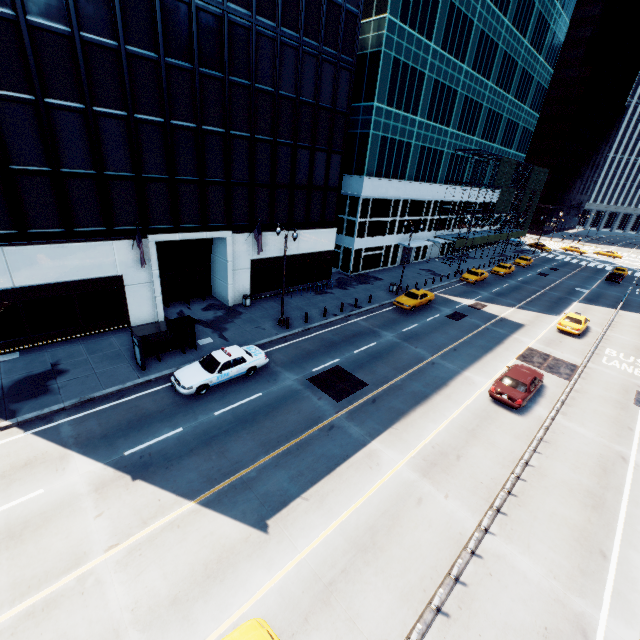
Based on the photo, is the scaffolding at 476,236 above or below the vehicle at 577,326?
above

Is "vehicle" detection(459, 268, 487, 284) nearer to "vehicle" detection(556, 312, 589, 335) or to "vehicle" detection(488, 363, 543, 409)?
"vehicle" detection(556, 312, 589, 335)

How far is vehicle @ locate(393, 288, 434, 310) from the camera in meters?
30.2

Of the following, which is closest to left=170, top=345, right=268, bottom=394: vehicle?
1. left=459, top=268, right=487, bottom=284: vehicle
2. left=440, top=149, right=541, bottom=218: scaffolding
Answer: left=459, top=268, right=487, bottom=284: vehicle

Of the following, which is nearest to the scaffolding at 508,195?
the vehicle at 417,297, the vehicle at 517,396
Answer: the vehicle at 417,297

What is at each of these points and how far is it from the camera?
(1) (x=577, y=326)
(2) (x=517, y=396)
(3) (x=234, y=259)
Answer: (1) vehicle, 28.6 meters
(2) vehicle, 17.9 meters
(3) building, 26.0 meters

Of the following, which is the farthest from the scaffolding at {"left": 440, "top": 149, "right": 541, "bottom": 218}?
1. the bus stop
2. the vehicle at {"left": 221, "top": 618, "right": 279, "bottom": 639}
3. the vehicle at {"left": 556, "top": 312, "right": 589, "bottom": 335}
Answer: the vehicle at {"left": 221, "top": 618, "right": 279, "bottom": 639}

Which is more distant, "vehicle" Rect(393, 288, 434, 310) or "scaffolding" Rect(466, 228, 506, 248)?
"scaffolding" Rect(466, 228, 506, 248)
